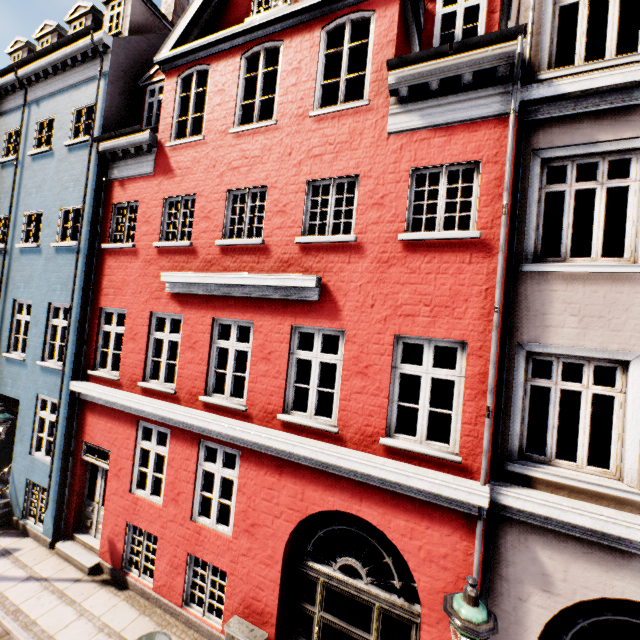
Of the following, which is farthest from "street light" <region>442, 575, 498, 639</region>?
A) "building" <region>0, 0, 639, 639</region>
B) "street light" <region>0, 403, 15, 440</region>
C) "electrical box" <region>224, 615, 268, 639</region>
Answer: "street light" <region>0, 403, 15, 440</region>

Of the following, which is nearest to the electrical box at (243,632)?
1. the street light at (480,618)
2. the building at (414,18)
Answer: the building at (414,18)

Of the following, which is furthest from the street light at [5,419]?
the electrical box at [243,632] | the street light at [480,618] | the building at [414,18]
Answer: the street light at [480,618]

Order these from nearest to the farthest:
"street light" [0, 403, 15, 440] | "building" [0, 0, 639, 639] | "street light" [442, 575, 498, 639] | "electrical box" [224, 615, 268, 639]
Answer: "street light" [442, 575, 498, 639], "building" [0, 0, 639, 639], "electrical box" [224, 615, 268, 639], "street light" [0, 403, 15, 440]

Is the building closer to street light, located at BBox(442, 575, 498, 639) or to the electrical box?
the electrical box

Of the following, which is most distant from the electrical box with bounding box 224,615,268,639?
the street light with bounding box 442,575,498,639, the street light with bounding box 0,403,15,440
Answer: the street light with bounding box 0,403,15,440

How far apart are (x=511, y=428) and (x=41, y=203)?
13.61m

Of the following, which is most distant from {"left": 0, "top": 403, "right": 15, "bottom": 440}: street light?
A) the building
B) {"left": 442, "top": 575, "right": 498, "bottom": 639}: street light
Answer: {"left": 442, "top": 575, "right": 498, "bottom": 639}: street light
